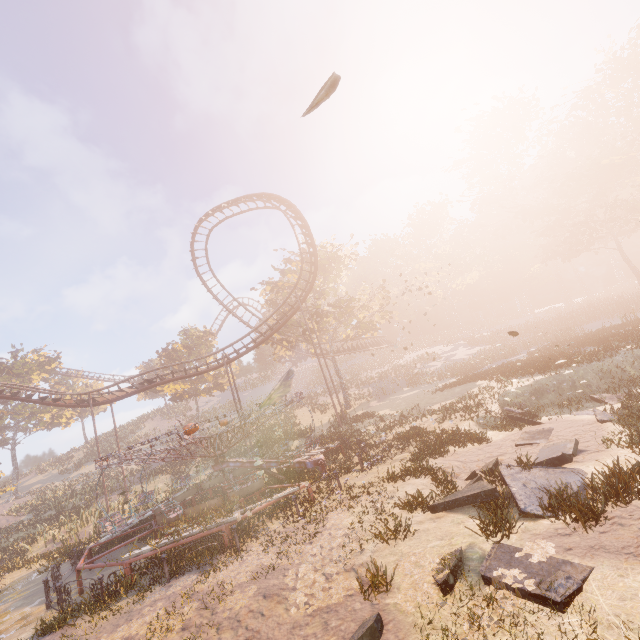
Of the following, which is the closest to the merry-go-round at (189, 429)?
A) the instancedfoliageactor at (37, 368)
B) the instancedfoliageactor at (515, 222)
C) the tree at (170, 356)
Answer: the instancedfoliageactor at (515, 222)

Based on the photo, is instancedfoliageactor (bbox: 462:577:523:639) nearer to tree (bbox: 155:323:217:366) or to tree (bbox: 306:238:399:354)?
tree (bbox: 306:238:399:354)

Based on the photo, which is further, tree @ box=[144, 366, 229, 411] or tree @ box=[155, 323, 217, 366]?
tree @ box=[155, 323, 217, 366]

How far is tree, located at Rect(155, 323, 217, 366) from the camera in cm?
4450

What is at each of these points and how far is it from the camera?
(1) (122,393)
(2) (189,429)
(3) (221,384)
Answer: (1) roller coaster, 25.69m
(2) merry-go-round, 12.51m
(3) tree, 45.47m

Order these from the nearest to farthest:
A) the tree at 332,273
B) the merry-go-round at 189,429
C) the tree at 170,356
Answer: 1. the merry-go-round at 189,429
2. the tree at 332,273
3. the tree at 170,356

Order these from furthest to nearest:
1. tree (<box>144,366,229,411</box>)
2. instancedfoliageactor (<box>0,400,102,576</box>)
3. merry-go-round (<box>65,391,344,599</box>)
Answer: tree (<box>144,366,229,411</box>), instancedfoliageactor (<box>0,400,102,576</box>), merry-go-round (<box>65,391,344,599</box>)
